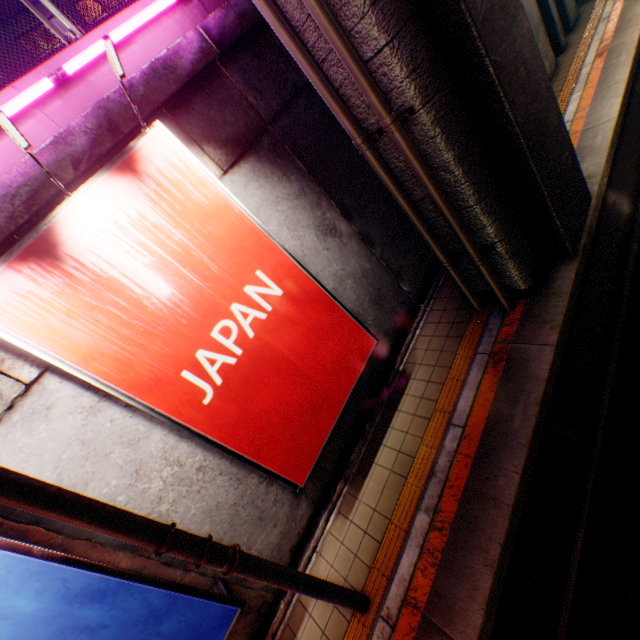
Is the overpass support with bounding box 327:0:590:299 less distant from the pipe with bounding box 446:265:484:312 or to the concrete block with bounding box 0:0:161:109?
the pipe with bounding box 446:265:484:312

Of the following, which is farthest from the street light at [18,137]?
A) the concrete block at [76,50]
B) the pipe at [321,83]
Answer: the pipe at [321,83]

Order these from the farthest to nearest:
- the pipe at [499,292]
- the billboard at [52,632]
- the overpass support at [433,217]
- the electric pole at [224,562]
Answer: the pipe at [499,292] → the overpass support at [433,217] → the billboard at [52,632] → the electric pole at [224,562]

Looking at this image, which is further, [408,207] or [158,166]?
[408,207]

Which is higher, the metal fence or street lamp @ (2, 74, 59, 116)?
the metal fence

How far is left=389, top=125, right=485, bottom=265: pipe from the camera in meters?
4.2

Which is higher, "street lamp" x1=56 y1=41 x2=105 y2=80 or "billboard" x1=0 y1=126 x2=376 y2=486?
"street lamp" x1=56 y1=41 x2=105 y2=80

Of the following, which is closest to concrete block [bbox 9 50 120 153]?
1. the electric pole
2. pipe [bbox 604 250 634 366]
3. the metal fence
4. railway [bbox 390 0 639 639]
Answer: the metal fence
